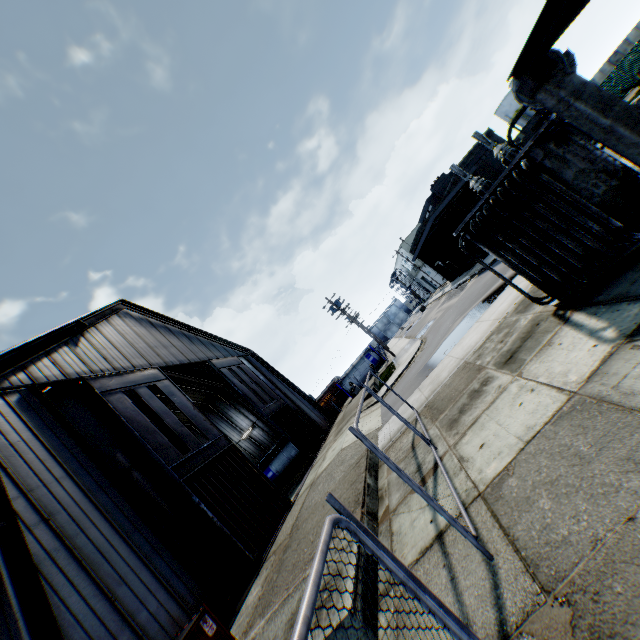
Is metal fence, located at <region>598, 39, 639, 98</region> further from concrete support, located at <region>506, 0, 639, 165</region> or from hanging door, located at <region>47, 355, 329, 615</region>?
hanging door, located at <region>47, 355, 329, 615</region>

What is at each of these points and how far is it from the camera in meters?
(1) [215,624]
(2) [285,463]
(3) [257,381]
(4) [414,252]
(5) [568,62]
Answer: (1) trash dumpster, 7.8 m
(2) tank container, 29.1 m
(3) hanging door, 26.8 m
(4) building, 44.0 m
(5) electrical compensator, 5.7 m

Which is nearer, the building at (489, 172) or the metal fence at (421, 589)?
the metal fence at (421, 589)

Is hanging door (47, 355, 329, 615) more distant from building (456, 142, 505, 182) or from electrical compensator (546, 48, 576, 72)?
building (456, 142, 505, 182)

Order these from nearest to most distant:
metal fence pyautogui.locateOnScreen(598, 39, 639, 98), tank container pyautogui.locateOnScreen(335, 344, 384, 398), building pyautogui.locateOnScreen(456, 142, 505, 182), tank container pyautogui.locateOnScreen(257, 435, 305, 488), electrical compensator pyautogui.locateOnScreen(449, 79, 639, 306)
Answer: electrical compensator pyautogui.locateOnScreen(449, 79, 639, 306) < metal fence pyautogui.locateOnScreen(598, 39, 639, 98) < building pyautogui.locateOnScreen(456, 142, 505, 182) < tank container pyautogui.locateOnScreen(257, 435, 305, 488) < tank container pyautogui.locateOnScreen(335, 344, 384, 398)

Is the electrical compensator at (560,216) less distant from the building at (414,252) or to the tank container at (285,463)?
the building at (414,252)

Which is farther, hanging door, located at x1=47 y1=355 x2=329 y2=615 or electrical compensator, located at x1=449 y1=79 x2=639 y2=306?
hanging door, located at x1=47 y1=355 x2=329 y2=615

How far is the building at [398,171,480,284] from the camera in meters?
29.2
